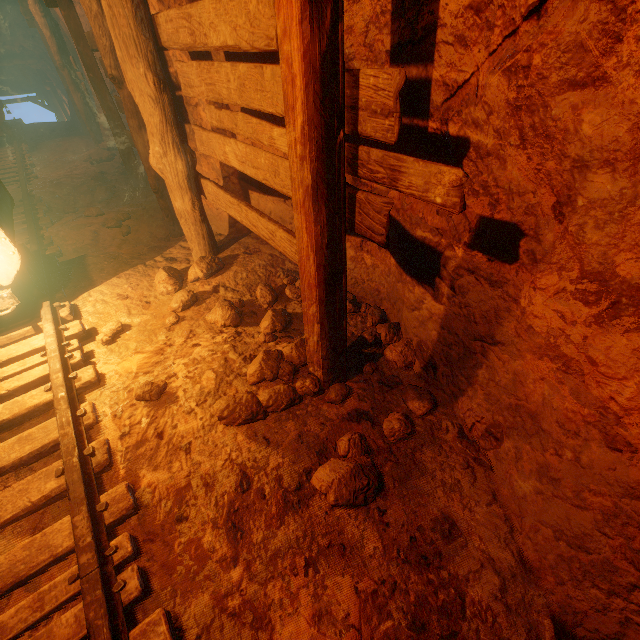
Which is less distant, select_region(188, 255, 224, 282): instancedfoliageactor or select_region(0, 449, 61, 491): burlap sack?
select_region(0, 449, 61, 491): burlap sack

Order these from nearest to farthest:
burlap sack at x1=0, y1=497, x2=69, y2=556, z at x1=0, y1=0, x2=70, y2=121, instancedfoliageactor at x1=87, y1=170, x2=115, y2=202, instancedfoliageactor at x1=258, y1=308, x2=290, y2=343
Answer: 1. burlap sack at x1=0, y1=497, x2=69, y2=556
2. instancedfoliageactor at x1=258, y1=308, x2=290, y2=343
3. instancedfoliageactor at x1=87, y1=170, x2=115, y2=202
4. z at x1=0, y1=0, x2=70, y2=121

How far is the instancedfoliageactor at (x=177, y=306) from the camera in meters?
3.3 m

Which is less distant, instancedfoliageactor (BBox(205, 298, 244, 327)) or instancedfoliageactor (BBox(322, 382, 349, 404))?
instancedfoliageactor (BBox(322, 382, 349, 404))

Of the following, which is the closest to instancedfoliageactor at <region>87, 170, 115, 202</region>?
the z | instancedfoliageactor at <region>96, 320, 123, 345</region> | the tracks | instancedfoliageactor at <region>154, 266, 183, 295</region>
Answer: the tracks

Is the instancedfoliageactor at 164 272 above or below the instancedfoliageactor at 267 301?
above

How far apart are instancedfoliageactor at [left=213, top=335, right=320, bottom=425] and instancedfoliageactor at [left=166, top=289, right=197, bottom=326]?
0.9m

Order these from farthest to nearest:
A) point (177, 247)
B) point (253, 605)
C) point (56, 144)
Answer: point (56, 144) → point (177, 247) → point (253, 605)
